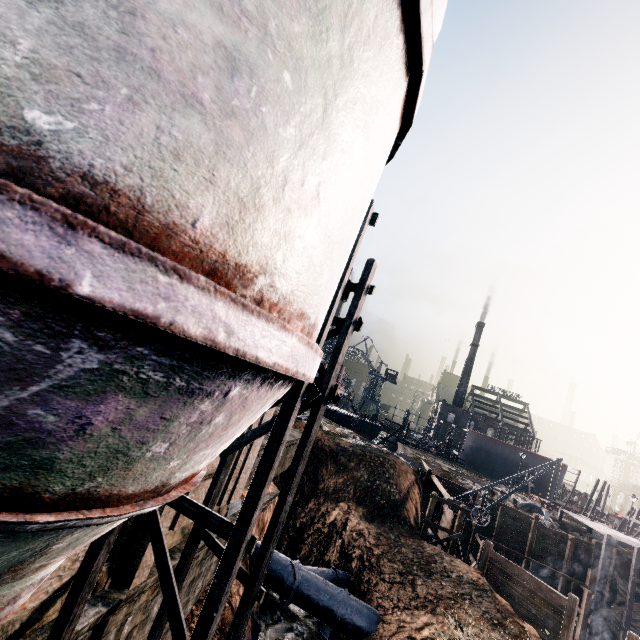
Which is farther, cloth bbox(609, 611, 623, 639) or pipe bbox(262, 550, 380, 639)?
cloth bbox(609, 611, 623, 639)

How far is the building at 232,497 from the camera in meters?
15.1

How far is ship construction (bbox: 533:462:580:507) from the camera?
53.1m

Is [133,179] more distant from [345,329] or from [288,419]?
[345,329]

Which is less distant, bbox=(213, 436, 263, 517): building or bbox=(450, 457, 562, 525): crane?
bbox=(213, 436, 263, 517): building

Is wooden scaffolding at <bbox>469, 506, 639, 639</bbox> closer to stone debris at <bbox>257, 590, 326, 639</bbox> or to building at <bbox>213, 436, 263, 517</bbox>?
stone debris at <bbox>257, 590, 326, 639</bbox>

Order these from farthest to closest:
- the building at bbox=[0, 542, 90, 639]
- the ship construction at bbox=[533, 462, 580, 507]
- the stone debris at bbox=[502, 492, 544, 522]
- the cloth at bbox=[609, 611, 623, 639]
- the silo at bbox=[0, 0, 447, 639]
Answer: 1. the ship construction at bbox=[533, 462, 580, 507]
2. the stone debris at bbox=[502, 492, 544, 522]
3. the cloth at bbox=[609, 611, 623, 639]
4. the building at bbox=[0, 542, 90, 639]
5. the silo at bbox=[0, 0, 447, 639]

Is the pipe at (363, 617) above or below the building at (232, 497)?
below
